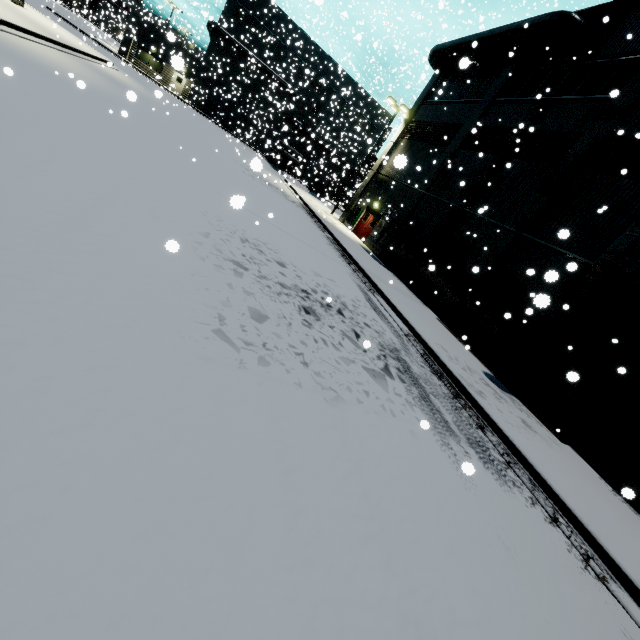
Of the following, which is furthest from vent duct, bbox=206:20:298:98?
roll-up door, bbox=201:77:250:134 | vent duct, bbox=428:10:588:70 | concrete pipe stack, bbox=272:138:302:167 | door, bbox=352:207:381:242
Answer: concrete pipe stack, bbox=272:138:302:167

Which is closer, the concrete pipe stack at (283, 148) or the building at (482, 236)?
the building at (482, 236)

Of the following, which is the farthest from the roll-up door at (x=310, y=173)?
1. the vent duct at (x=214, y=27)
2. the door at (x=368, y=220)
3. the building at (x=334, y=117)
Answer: the door at (x=368, y=220)

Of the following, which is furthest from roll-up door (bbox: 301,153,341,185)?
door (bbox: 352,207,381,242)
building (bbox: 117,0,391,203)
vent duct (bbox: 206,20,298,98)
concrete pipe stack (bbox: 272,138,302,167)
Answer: door (bbox: 352,207,381,242)

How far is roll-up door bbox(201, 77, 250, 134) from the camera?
41.48m

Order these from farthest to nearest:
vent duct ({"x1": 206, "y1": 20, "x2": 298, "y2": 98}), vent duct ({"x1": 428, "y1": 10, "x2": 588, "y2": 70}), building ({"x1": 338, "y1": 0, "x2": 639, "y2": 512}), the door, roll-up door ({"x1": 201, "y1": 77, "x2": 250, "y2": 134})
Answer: roll-up door ({"x1": 201, "y1": 77, "x2": 250, "y2": 134}), vent duct ({"x1": 206, "y1": 20, "x2": 298, "y2": 98}), the door, vent duct ({"x1": 428, "y1": 10, "x2": 588, "y2": 70}), building ({"x1": 338, "y1": 0, "x2": 639, "y2": 512})

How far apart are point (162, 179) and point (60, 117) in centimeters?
247cm

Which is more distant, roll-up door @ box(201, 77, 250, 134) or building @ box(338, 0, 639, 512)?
roll-up door @ box(201, 77, 250, 134)
